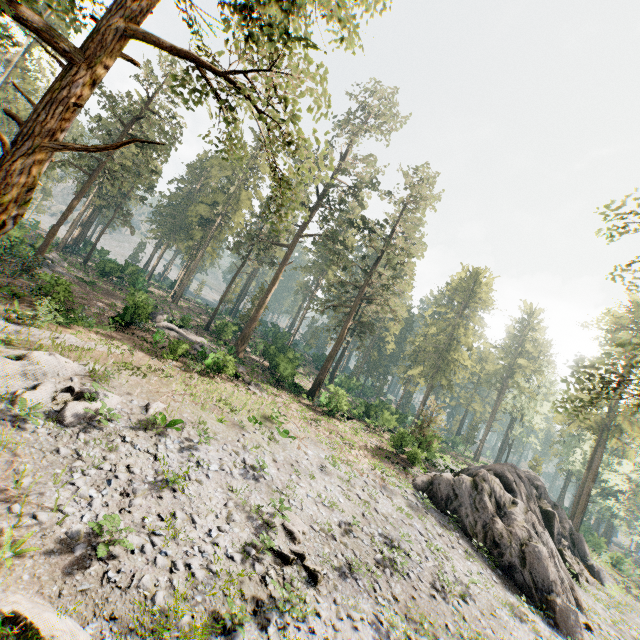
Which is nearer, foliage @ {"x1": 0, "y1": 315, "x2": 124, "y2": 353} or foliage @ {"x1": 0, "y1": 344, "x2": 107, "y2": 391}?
foliage @ {"x1": 0, "y1": 344, "x2": 107, "y2": 391}

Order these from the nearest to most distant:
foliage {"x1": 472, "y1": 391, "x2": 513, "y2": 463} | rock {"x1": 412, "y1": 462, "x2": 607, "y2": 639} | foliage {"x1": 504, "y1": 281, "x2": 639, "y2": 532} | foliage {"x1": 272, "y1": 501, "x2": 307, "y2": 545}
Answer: foliage {"x1": 504, "y1": 281, "x2": 639, "y2": 532}, foliage {"x1": 272, "y1": 501, "x2": 307, "y2": 545}, rock {"x1": 412, "y1": 462, "x2": 607, "y2": 639}, foliage {"x1": 472, "y1": 391, "x2": 513, "y2": 463}

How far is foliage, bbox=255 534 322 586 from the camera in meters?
11.2

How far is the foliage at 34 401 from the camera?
12.17m

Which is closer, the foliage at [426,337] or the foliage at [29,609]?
the foliage at [29,609]

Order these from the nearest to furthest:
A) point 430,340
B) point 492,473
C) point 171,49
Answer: point 171,49 → point 492,473 → point 430,340
